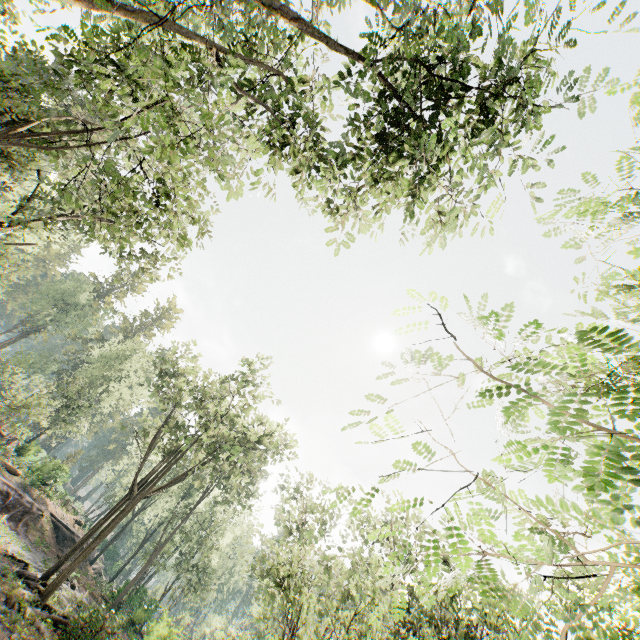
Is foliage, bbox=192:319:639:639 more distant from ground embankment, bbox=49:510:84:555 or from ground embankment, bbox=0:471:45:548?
ground embankment, bbox=0:471:45:548

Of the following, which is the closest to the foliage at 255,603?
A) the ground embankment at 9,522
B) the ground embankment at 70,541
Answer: the ground embankment at 70,541

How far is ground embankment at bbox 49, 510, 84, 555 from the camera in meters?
32.4

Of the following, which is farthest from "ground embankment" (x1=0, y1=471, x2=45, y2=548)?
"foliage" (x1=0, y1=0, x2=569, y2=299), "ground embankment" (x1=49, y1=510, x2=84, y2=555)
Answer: "foliage" (x1=0, y1=0, x2=569, y2=299)

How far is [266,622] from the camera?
13.6m

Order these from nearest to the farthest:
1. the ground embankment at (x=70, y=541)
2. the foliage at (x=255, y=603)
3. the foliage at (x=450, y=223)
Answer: the foliage at (x=255, y=603) → the foliage at (x=450, y=223) → the ground embankment at (x=70, y=541)

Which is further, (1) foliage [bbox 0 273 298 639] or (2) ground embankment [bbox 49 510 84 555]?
(2) ground embankment [bbox 49 510 84 555]
